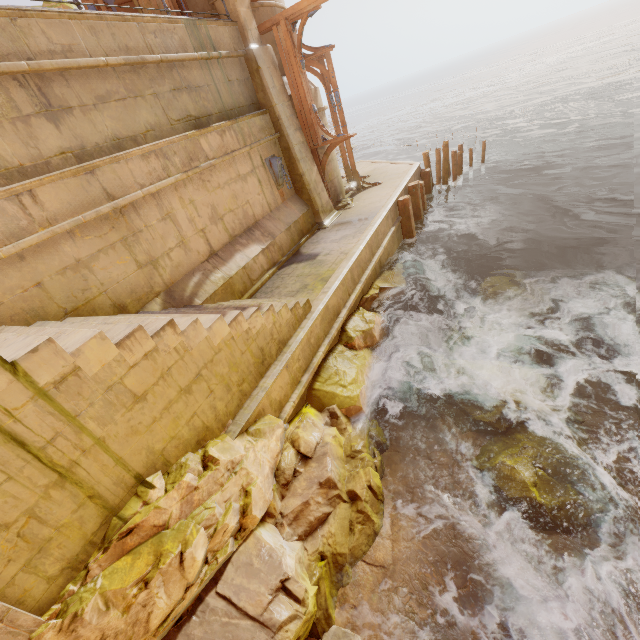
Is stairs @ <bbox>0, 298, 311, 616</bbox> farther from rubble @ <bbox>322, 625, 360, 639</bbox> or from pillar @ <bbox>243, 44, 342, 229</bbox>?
pillar @ <bbox>243, 44, 342, 229</bbox>

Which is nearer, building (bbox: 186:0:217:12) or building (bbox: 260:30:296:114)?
building (bbox: 186:0:217:12)

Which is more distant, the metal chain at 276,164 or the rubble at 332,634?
the metal chain at 276,164

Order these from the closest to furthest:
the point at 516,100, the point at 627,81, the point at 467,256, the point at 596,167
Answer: the point at 467,256
the point at 596,167
the point at 627,81
the point at 516,100

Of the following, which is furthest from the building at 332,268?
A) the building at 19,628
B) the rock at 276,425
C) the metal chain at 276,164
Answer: the building at 19,628

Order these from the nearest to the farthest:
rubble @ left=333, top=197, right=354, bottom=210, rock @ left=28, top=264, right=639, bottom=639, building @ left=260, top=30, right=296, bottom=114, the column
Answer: rock @ left=28, top=264, right=639, bottom=639 → the column → building @ left=260, top=30, right=296, bottom=114 → rubble @ left=333, top=197, right=354, bottom=210

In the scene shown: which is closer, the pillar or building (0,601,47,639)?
building (0,601,47,639)

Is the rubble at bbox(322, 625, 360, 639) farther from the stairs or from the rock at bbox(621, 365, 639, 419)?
the stairs
